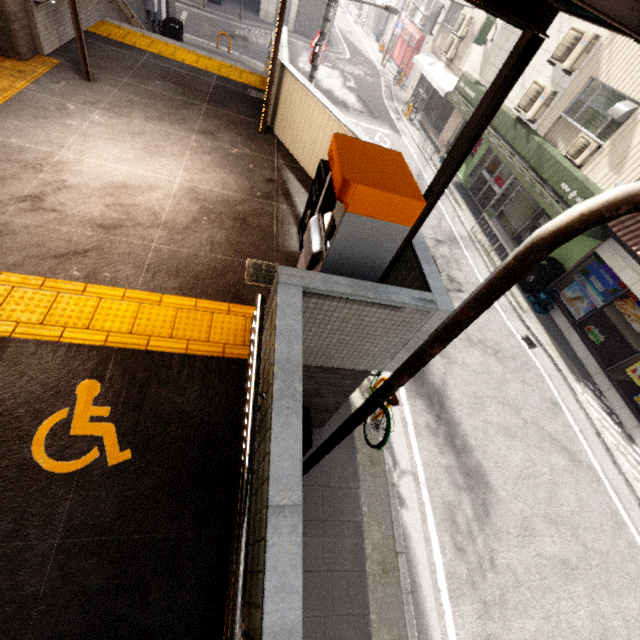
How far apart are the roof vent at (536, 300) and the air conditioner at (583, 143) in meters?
3.4 m

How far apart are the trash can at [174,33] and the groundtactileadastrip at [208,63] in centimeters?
659cm

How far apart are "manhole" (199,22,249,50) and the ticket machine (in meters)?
19.57

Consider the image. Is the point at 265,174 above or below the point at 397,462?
above

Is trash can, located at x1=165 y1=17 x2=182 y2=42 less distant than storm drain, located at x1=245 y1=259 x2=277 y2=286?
No

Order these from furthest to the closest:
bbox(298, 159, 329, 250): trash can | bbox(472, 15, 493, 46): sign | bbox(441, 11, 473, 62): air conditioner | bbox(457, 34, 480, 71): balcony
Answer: bbox(441, 11, 473, 62): air conditioner → bbox(457, 34, 480, 71): balcony → bbox(472, 15, 493, 46): sign → bbox(298, 159, 329, 250): trash can

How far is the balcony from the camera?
15.1 meters

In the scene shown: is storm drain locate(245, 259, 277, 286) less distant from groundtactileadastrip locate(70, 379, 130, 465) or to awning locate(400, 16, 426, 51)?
groundtactileadastrip locate(70, 379, 130, 465)
